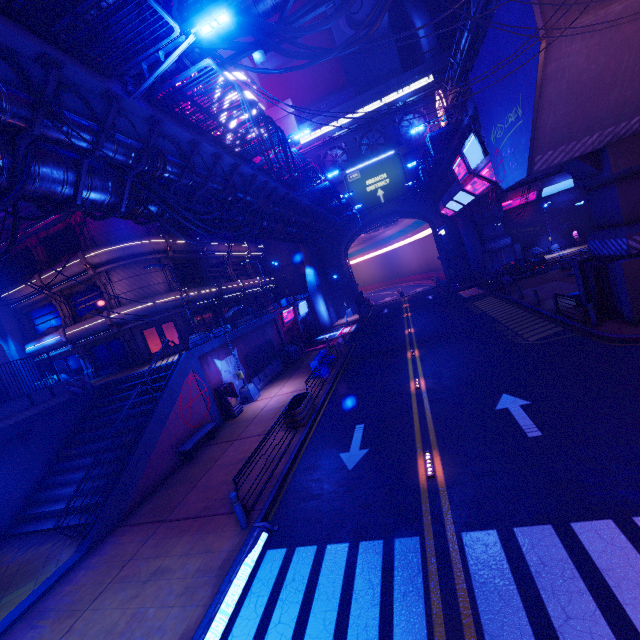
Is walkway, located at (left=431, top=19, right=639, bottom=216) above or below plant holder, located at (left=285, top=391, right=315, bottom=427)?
above

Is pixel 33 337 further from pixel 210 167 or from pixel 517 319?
pixel 517 319

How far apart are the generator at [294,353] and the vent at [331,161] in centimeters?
2760cm

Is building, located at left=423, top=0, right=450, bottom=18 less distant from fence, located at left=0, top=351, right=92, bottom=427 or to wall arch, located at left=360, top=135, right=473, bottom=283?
wall arch, located at left=360, top=135, right=473, bottom=283

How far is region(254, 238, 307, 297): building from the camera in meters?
45.1 m

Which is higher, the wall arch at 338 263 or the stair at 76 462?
the wall arch at 338 263

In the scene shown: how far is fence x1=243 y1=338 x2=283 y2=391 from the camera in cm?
2273

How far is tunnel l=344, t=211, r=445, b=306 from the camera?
44.6m
